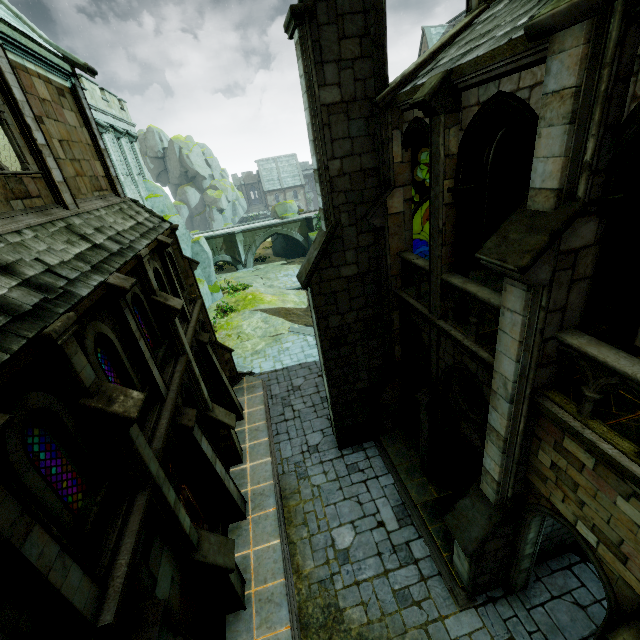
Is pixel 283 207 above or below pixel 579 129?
below

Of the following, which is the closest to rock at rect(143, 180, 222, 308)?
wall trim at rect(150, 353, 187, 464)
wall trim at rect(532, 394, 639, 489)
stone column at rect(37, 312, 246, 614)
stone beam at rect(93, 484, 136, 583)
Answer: wall trim at rect(150, 353, 187, 464)

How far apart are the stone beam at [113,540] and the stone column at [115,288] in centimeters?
254cm

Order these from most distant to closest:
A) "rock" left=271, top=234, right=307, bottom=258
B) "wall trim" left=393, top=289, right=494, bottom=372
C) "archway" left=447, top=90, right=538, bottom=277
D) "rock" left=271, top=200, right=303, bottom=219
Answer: "rock" left=271, top=234, right=307, bottom=258
"rock" left=271, top=200, right=303, bottom=219
"wall trim" left=393, top=289, right=494, bottom=372
"archway" left=447, top=90, right=538, bottom=277

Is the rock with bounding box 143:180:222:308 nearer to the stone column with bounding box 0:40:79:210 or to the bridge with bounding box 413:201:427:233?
the bridge with bounding box 413:201:427:233

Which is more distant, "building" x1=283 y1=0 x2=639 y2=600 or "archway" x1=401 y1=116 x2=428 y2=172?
"archway" x1=401 y1=116 x2=428 y2=172

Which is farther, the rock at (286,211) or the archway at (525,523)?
the rock at (286,211)

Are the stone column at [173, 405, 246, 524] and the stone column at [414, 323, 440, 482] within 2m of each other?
no
